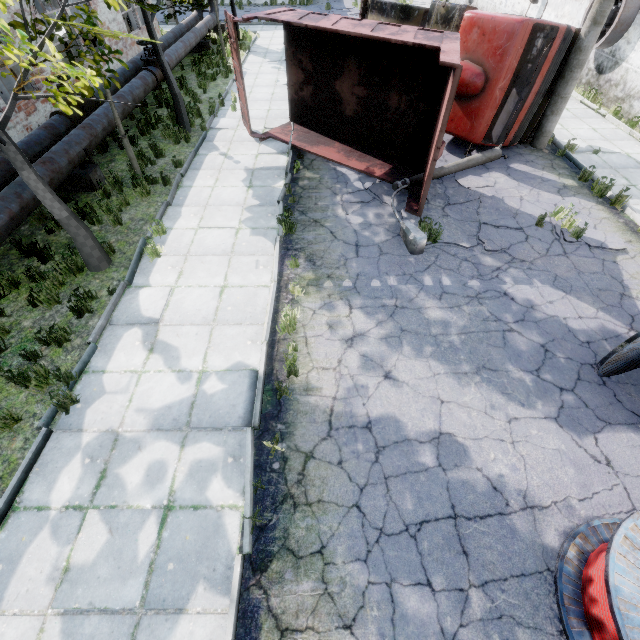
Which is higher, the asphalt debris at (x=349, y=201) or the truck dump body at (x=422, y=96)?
the truck dump body at (x=422, y=96)

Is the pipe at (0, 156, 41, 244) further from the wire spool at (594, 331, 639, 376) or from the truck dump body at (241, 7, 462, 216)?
the wire spool at (594, 331, 639, 376)

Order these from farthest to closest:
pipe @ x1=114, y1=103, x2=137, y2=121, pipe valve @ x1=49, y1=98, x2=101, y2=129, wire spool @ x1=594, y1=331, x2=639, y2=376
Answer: pipe @ x1=114, y1=103, x2=137, y2=121 → pipe valve @ x1=49, y1=98, x2=101, y2=129 → wire spool @ x1=594, y1=331, x2=639, y2=376

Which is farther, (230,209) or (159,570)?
(230,209)

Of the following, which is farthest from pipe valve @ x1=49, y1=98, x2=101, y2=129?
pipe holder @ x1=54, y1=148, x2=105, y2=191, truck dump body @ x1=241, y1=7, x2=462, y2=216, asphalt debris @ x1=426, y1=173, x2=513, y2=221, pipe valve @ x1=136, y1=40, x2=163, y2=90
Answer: asphalt debris @ x1=426, y1=173, x2=513, y2=221

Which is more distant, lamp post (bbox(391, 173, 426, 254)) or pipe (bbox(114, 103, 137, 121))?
pipe (bbox(114, 103, 137, 121))

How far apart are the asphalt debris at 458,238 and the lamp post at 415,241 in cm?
1

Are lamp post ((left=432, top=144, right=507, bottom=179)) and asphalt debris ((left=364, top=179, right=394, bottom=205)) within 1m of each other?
yes
